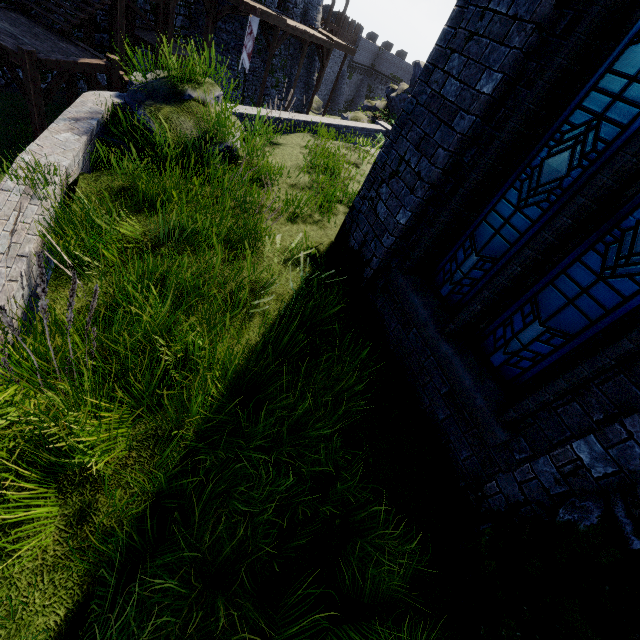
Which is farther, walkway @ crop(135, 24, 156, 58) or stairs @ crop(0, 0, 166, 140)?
walkway @ crop(135, 24, 156, 58)

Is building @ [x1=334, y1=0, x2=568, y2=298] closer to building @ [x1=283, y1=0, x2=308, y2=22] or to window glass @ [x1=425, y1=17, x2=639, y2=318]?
window glass @ [x1=425, y1=17, x2=639, y2=318]

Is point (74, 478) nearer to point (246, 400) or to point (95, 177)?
point (246, 400)

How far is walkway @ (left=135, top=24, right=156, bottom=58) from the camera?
15.41m

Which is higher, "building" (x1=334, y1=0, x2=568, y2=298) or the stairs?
"building" (x1=334, y1=0, x2=568, y2=298)

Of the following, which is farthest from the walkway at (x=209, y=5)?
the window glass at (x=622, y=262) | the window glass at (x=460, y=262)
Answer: the window glass at (x=622, y=262)

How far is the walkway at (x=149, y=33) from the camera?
15.41m

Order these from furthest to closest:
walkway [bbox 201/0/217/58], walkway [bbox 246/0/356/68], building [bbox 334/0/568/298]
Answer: walkway [bbox 246/0/356/68] < walkway [bbox 201/0/217/58] < building [bbox 334/0/568/298]
